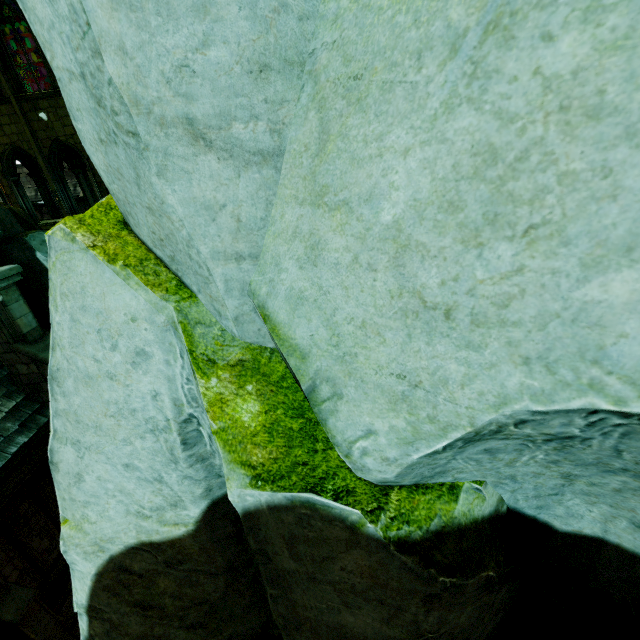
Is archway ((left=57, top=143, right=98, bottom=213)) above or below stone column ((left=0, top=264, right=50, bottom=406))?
above

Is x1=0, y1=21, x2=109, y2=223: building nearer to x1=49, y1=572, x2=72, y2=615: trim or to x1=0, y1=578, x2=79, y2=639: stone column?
x1=0, y1=578, x2=79, y2=639: stone column

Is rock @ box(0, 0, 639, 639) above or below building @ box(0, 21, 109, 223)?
below

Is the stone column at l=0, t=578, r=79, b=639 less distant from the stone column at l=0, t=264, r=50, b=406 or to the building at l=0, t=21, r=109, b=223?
the stone column at l=0, t=264, r=50, b=406

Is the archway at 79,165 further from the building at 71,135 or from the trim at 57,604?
the trim at 57,604

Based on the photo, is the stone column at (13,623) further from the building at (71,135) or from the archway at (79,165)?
the archway at (79,165)

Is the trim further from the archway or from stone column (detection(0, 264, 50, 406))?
the archway

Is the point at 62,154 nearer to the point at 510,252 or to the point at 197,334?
the point at 197,334
